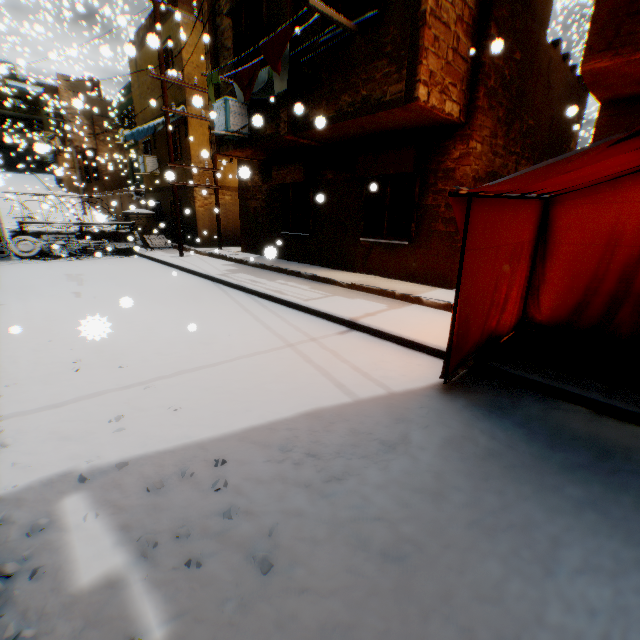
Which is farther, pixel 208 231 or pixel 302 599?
pixel 208 231

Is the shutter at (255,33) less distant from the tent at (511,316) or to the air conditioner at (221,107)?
the air conditioner at (221,107)

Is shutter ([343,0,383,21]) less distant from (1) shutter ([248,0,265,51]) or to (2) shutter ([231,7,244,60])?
(1) shutter ([248,0,265,51])

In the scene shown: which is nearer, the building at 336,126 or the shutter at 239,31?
the building at 336,126

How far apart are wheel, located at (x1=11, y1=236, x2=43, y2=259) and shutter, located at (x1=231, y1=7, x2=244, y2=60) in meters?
10.4

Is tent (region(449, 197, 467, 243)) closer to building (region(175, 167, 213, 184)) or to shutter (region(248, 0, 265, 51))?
building (region(175, 167, 213, 184))

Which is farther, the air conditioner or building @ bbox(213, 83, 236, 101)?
building @ bbox(213, 83, 236, 101)

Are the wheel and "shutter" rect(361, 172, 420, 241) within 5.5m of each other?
no
